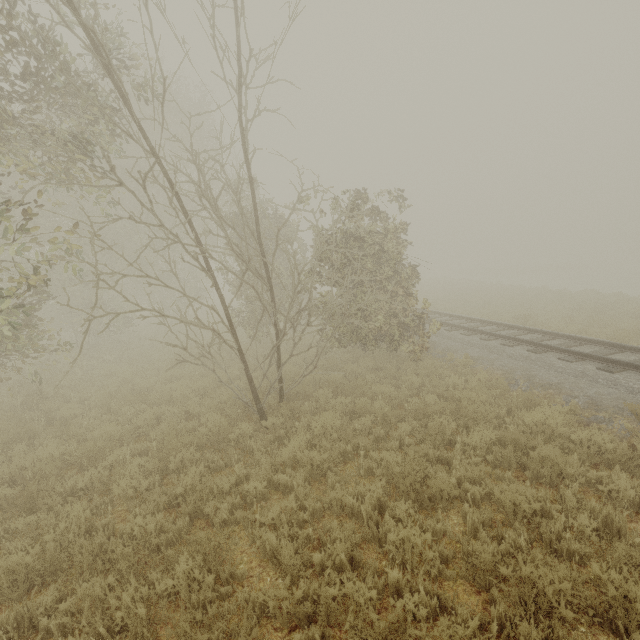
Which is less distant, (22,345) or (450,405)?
(450,405)
